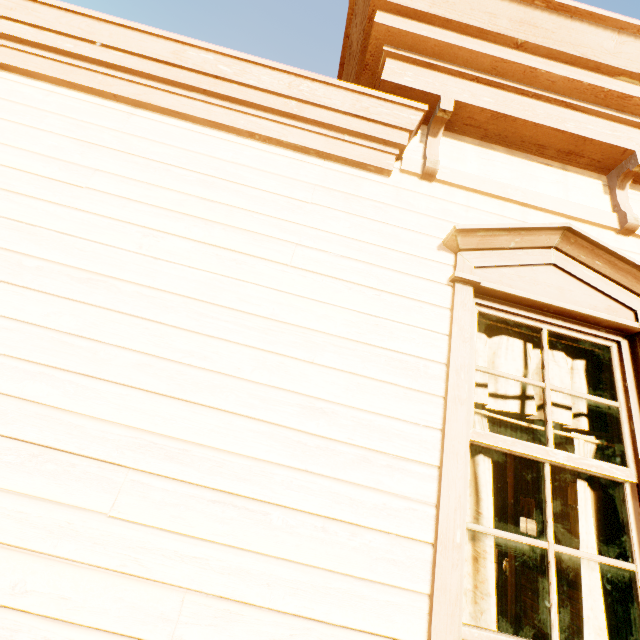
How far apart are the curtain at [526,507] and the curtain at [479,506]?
10.49m

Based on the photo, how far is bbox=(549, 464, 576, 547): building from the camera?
8.6m

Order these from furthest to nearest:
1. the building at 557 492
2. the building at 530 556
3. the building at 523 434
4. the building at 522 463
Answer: the building at 557 492, the building at 523 434, the building at 522 463, the building at 530 556

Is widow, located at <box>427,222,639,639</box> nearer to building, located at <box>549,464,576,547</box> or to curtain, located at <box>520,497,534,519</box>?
building, located at <box>549,464,576,547</box>

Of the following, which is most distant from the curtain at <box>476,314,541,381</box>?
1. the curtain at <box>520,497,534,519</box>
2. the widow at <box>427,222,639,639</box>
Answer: the curtain at <box>520,497,534,519</box>

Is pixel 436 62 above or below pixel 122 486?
above

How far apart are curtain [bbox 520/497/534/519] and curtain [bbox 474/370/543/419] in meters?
10.5 m
